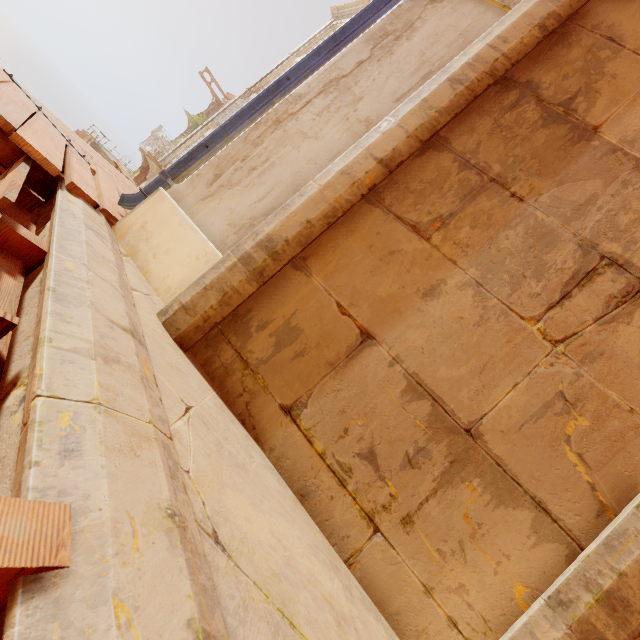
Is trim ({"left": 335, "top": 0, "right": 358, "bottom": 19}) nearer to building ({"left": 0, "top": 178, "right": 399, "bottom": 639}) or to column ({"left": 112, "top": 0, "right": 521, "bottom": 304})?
column ({"left": 112, "top": 0, "right": 521, "bottom": 304})

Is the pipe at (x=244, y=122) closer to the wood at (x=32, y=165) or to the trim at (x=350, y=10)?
the wood at (x=32, y=165)

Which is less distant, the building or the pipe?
the building

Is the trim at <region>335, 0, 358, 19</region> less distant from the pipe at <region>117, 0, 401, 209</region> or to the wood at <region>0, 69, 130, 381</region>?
the pipe at <region>117, 0, 401, 209</region>

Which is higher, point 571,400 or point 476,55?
point 476,55

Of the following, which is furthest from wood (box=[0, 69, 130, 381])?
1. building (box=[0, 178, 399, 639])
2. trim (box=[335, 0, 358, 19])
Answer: trim (box=[335, 0, 358, 19])

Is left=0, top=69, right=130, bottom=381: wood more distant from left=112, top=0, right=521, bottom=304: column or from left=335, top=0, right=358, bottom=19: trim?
left=335, top=0, right=358, bottom=19: trim

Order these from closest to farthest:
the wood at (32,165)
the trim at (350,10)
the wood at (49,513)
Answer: the wood at (49,513) → the wood at (32,165) → the trim at (350,10)
